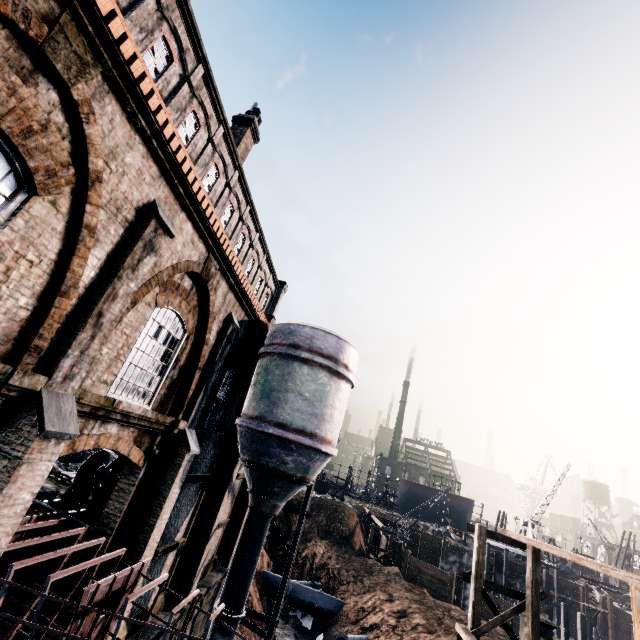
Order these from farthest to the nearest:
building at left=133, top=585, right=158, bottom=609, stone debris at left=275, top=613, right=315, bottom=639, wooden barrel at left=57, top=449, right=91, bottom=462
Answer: stone debris at left=275, top=613, right=315, bottom=639, wooden barrel at left=57, top=449, right=91, bottom=462, building at left=133, top=585, right=158, bottom=609

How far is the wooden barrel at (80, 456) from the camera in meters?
18.3 m

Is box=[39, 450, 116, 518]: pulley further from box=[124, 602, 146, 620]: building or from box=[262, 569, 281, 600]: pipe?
box=[262, 569, 281, 600]: pipe

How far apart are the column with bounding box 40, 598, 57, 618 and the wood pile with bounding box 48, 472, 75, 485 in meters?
5.4 m

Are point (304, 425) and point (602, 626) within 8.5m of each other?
no

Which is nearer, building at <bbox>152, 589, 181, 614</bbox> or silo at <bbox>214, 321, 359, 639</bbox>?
building at <bbox>152, 589, 181, 614</bbox>

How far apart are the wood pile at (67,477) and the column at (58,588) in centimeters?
539cm

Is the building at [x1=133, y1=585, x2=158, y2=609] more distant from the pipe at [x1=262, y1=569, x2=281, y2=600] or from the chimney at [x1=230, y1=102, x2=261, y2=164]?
the pipe at [x1=262, y1=569, x2=281, y2=600]
